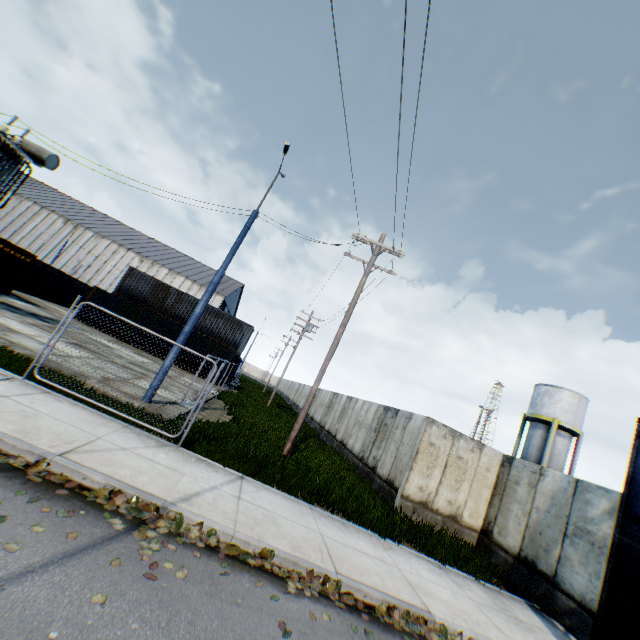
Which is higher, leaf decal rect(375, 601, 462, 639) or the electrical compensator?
the electrical compensator

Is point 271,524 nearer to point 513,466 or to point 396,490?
point 396,490

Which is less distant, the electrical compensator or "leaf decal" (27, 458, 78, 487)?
"leaf decal" (27, 458, 78, 487)

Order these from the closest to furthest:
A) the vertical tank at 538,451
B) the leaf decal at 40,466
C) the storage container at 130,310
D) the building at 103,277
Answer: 1. the leaf decal at 40,466
2. the storage container at 130,310
3. the vertical tank at 538,451
4. the building at 103,277

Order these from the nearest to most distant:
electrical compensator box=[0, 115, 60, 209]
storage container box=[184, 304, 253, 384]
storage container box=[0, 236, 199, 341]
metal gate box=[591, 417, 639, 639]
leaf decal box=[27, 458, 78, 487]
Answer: leaf decal box=[27, 458, 78, 487] < metal gate box=[591, 417, 639, 639] < electrical compensator box=[0, 115, 60, 209] < storage container box=[0, 236, 199, 341] < storage container box=[184, 304, 253, 384]

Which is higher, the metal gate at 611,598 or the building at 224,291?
the building at 224,291

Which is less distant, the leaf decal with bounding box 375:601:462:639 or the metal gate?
the leaf decal with bounding box 375:601:462:639

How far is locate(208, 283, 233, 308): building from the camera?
53.9m
